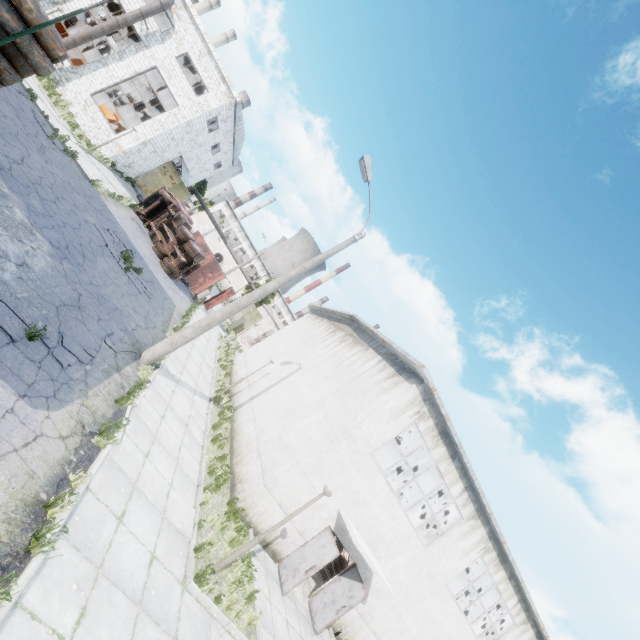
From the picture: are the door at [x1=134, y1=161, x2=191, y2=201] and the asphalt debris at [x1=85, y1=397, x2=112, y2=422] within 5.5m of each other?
no

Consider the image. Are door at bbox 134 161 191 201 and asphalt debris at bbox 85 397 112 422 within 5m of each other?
no

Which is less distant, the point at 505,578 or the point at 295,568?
the point at 295,568

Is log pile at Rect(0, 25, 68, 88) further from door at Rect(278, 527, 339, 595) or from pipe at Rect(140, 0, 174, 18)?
pipe at Rect(140, 0, 174, 18)

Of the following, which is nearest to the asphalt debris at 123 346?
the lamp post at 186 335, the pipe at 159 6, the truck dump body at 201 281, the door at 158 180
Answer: the lamp post at 186 335

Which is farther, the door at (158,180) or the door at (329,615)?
the door at (158,180)

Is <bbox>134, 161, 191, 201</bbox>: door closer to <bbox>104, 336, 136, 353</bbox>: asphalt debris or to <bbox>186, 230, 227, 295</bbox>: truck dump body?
<bbox>186, 230, 227, 295</bbox>: truck dump body

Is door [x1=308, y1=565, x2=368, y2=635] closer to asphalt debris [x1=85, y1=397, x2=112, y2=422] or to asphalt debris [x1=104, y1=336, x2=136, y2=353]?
asphalt debris [x1=85, y1=397, x2=112, y2=422]
